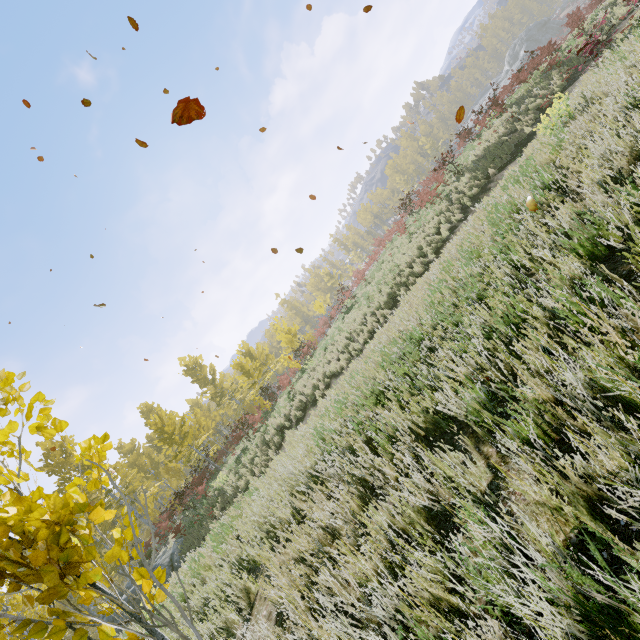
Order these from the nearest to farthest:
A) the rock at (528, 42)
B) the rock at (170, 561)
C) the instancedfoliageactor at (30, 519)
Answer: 1. the instancedfoliageactor at (30, 519)
2. the rock at (170, 561)
3. the rock at (528, 42)

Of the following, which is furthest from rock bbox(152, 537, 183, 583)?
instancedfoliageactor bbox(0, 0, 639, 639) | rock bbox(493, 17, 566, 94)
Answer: rock bbox(493, 17, 566, 94)

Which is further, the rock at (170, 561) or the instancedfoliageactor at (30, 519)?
the rock at (170, 561)

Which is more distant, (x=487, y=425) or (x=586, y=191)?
(x=586, y=191)

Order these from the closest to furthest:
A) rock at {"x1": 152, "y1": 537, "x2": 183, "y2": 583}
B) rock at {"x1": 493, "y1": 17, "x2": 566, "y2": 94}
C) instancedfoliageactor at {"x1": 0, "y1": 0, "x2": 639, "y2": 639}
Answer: instancedfoliageactor at {"x1": 0, "y1": 0, "x2": 639, "y2": 639} < rock at {"x1": 152, "y1": 537, "x2": 183, "y2": 583} < rock at {"x1": 493, "y1": 17, "x2": 566, "y2": 94}

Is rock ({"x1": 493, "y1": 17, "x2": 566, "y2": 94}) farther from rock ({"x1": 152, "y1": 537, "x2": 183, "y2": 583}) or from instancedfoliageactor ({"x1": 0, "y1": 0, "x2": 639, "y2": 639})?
rock ({"x1": 152, "y1": 537, "x2": 183, "y2": 583})
